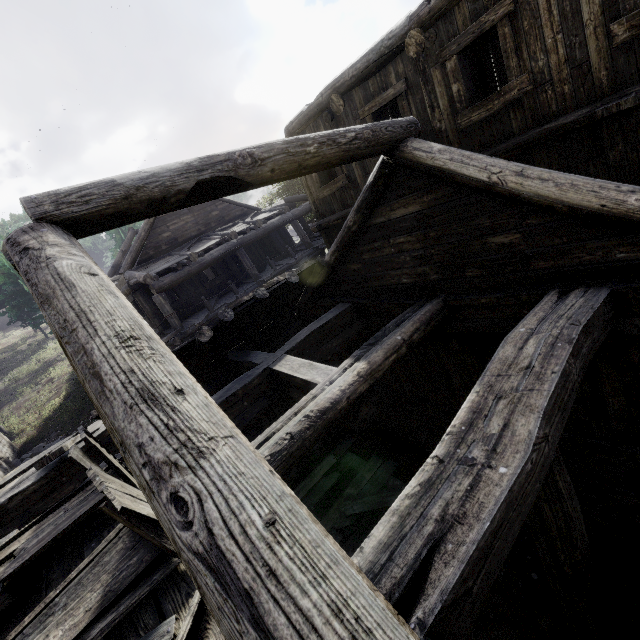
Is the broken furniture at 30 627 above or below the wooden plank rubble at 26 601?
above

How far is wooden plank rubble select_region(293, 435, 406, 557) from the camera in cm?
774

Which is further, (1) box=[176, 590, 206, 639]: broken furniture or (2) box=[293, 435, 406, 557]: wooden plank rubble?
(2) box=[293, 435, 406, 557]: wooden plank rubble

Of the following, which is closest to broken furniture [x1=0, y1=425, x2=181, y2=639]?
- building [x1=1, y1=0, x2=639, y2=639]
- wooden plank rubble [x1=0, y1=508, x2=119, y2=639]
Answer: wooden plank rubble [x1=0, y1=508, x2=119, y2=639]

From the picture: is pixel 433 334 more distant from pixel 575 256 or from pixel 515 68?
pixel 515 68

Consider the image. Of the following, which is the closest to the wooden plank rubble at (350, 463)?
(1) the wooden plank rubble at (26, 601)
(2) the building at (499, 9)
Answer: (2) the building at (499, 9)

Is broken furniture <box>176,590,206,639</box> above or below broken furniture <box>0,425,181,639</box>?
below

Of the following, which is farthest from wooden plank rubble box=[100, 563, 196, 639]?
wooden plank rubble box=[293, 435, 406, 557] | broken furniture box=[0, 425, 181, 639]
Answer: wooden plank rubble box=[293, 435, 406, 557]
